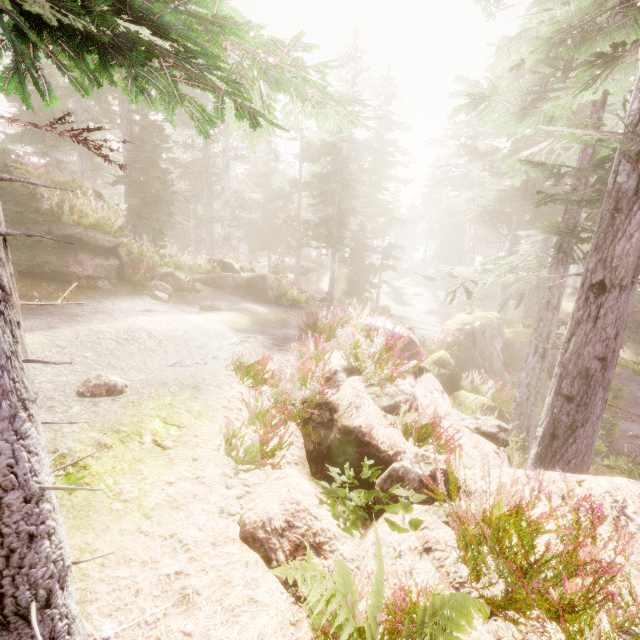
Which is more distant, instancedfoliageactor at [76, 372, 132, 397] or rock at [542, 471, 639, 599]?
instancedfoliageactor at [76, 372, 132, 397]

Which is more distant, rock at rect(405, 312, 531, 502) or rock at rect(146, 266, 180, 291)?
rock at rect(146, 266, 180, 291)

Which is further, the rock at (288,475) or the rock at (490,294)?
the rock at (490,294)

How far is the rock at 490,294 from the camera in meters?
36.3 m

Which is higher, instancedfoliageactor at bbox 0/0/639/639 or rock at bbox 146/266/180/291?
rock at bbox 146/266/180/291

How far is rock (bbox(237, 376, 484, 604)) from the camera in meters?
2.7 m

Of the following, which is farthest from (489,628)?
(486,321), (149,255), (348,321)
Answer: (486,321)

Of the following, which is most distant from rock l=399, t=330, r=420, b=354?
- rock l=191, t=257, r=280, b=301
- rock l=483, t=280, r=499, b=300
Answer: rock l=483, t=280, r=499, b=300
